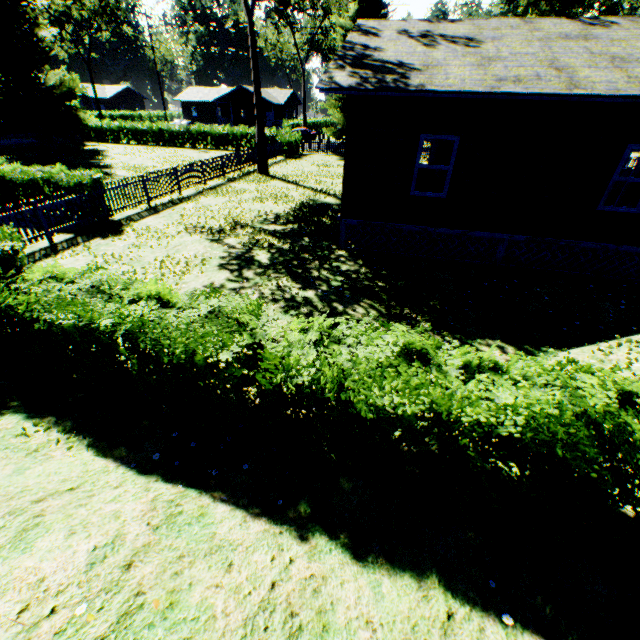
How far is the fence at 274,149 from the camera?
→ 27.3 meters

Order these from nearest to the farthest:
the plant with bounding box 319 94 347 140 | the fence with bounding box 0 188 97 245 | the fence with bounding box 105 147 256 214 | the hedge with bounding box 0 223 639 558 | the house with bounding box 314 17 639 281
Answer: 1. the hedge with bounding box 0 223 639 558
2. the house with bounding box 314 17 639 281
3. the fence with bounding box 0 188 97 245
4. the fence with bounding box 105 147 256 214
5. the plant with bounding box 319 94 347 140

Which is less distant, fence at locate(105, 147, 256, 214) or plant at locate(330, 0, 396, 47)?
fence at locate(105, 147, 256, 214)

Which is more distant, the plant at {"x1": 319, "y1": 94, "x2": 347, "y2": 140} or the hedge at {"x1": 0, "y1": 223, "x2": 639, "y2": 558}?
the plant at {"x1": 319, "y1": 94, "x2": 347, "y2": 140}

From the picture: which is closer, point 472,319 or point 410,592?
point 410,592

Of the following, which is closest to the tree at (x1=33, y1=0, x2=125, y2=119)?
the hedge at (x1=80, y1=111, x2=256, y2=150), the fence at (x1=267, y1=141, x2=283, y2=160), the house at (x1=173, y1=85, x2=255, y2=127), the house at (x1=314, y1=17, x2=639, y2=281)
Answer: the house at (x1=173, y1=85, x2=255, y2=127)

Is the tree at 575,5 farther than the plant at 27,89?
Yes

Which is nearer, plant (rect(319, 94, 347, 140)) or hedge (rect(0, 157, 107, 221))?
hedge (rect(0, 157, 107, 221))
